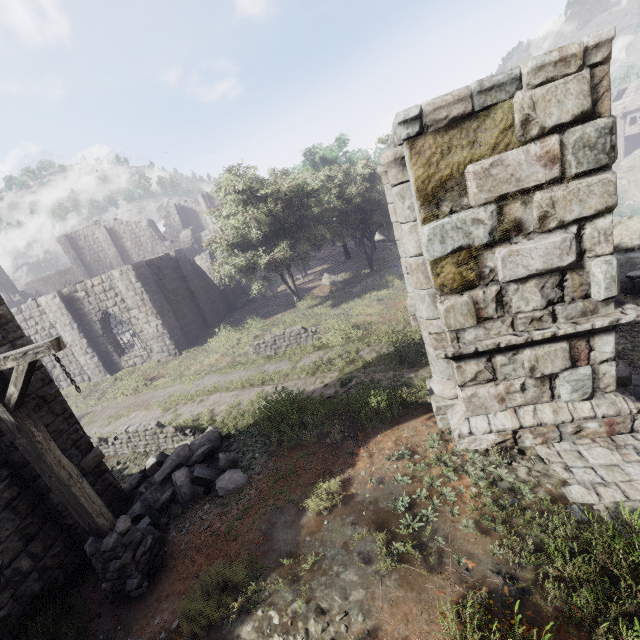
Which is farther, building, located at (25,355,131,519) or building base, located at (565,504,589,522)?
building, located at (25,355,131,519)

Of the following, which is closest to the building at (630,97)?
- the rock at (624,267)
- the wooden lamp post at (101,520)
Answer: the wooden lamp post at (101,520)

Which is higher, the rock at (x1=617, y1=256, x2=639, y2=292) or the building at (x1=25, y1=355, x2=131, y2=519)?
the building at (x1=25, y1=355, x2=131, y2=519)

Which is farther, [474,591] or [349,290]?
[349,290]

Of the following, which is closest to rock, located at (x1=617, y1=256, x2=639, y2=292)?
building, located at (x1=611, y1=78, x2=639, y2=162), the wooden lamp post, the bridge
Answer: the bridge

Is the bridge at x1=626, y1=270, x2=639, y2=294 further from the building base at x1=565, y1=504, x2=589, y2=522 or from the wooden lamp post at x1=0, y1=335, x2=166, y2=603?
the wooden lamp post at x1=0, y1=335, x2=166, y2=603

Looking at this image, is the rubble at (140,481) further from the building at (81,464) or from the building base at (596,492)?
the building base at (596,492)

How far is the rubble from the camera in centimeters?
730cm
